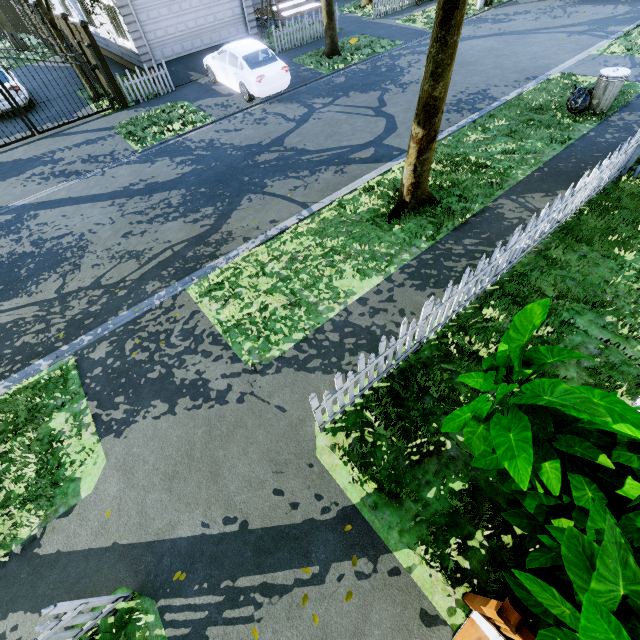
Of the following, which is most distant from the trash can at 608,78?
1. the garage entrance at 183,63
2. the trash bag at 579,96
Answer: the garage entrance at 183,63

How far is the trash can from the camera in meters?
8.3 m

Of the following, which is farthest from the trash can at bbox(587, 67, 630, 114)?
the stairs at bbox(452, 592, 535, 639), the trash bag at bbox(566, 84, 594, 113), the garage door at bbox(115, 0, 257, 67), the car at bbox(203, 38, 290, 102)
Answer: the garage door at bbox(115, 0, 257, 67)

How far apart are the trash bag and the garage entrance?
13.23m

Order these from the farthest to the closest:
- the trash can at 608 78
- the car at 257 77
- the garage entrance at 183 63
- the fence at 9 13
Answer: the fence at 9 13
the garage entrance at 183 63
the car at 257 77
the trash can at 608 78

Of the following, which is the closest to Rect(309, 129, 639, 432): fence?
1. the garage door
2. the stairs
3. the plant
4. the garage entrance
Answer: the garage entrance

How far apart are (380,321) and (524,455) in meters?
3.6 m

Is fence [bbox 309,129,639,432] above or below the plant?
below
